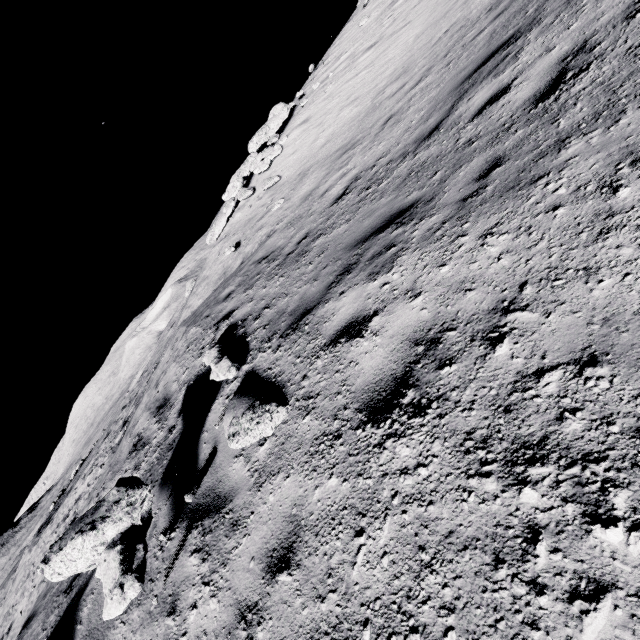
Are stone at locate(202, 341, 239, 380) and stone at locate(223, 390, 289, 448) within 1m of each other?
yes

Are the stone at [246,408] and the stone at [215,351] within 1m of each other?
yes

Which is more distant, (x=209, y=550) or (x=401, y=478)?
(x=209, y=550)

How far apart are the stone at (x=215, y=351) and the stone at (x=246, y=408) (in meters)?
0.43

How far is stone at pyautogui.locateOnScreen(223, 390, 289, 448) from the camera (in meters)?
3.28

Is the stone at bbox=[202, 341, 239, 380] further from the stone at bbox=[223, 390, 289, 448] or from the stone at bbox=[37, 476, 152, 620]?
the stone at bbox=[37, 476, 152, 620]

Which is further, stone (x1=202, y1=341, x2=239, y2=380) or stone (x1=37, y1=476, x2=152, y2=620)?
stone (x1=202, y1=341, x2=239, y2=380)

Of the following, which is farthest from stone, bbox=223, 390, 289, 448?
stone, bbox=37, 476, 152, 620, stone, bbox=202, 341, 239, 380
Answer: stone, bbox=37, 476, 152, 620
